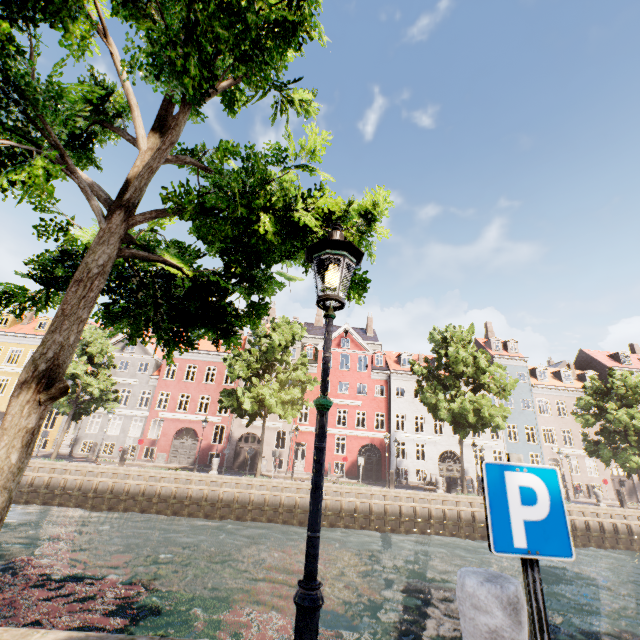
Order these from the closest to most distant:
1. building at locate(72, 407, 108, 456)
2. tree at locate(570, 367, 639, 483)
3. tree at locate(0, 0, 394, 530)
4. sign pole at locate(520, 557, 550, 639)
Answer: sign pole at locate(520, 557, 550, 639) < tree at locate(0, 0, 394, 530) < tree at locate(570, 367, 639, 483) < building at locate(72, 407, 108, 456)

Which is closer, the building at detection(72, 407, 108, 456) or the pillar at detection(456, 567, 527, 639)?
the pillar at detection(456, 567, 527, 639)

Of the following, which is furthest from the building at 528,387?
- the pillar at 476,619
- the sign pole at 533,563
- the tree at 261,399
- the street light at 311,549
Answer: the sign pole at 533,563

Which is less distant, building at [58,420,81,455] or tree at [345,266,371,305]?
tree at [345,266,371,305]

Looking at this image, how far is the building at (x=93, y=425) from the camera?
29.97m

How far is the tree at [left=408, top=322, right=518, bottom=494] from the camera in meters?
22.7

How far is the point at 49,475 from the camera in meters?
20.4 m

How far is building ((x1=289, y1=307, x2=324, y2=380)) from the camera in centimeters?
3488cm
